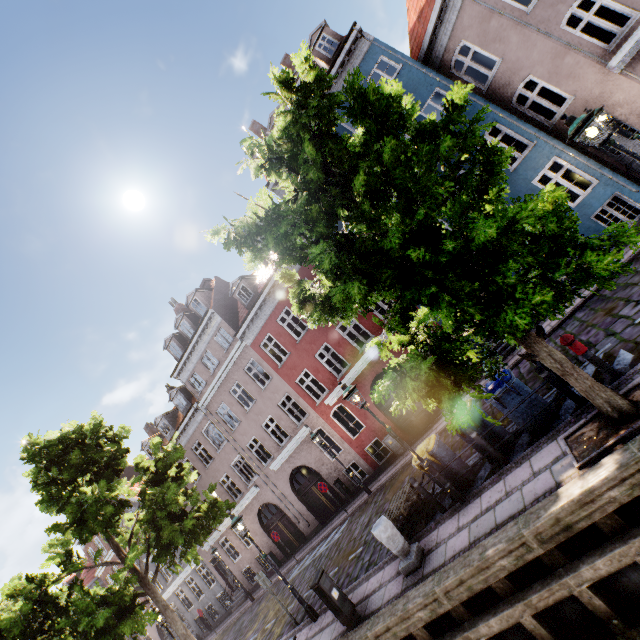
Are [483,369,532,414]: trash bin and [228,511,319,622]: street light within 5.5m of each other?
no

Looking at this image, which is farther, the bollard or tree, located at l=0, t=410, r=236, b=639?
tree, located at l=0, t=410, r=236, b=639

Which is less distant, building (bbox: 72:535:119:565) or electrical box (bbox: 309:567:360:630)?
electrical box (bbox: 309:567:360:630)

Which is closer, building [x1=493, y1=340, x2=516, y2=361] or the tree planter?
the tree planter

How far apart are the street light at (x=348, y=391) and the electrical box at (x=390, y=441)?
8.3 meters

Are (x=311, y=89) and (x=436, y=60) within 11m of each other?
no

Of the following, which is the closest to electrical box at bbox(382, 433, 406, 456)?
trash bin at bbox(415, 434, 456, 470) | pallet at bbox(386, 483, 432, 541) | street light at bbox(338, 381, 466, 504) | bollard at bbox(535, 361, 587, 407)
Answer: pallet at bbox(386, 483, 432, 541)

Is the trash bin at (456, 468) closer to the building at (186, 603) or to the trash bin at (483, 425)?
the trash bin at (483, 425)
